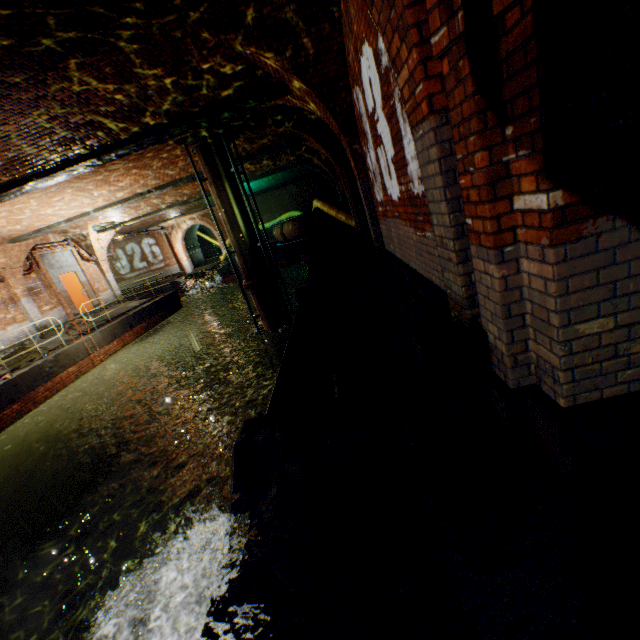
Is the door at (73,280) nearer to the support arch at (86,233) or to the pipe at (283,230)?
the support arch at (86,233)

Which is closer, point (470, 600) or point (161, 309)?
point (470, 600)

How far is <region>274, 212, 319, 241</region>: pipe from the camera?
15.4m

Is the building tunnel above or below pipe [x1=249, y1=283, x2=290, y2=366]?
above

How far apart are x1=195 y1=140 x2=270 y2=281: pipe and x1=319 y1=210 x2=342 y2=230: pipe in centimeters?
557cm

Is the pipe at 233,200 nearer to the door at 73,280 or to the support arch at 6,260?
the support arch at 6,260

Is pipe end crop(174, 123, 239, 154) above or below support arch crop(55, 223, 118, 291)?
above

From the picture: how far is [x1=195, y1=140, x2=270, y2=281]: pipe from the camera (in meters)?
8.98
